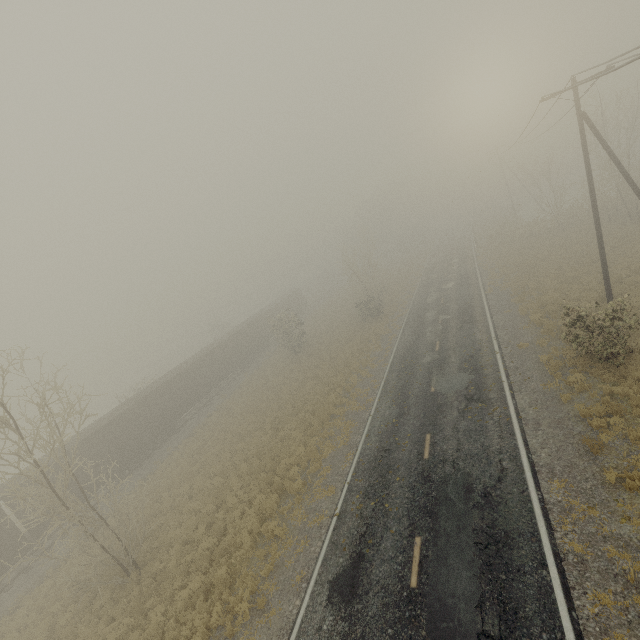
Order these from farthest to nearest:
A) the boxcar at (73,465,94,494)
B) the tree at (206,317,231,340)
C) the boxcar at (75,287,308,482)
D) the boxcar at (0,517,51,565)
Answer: the tree at (206,317,231,340)
the boxcar at (75,287,308,482)
the boxcar at (73,465,94,494)
the boxcar at (0,517,51,565)

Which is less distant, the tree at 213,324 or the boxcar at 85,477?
the boxcar at 85,477

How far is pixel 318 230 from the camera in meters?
27.4 m

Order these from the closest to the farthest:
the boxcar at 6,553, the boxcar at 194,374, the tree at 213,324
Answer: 1. the boxcar at 6,553
2. the boxcar at 194,374
3. the tree at 213,324

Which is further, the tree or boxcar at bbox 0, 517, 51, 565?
the tree

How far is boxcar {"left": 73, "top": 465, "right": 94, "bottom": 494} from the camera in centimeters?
2223cm

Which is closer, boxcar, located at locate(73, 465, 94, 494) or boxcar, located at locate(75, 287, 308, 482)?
boxcar, located at locate(73, 465, 94, 494)

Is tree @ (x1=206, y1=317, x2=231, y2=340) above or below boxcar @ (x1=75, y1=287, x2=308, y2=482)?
above
